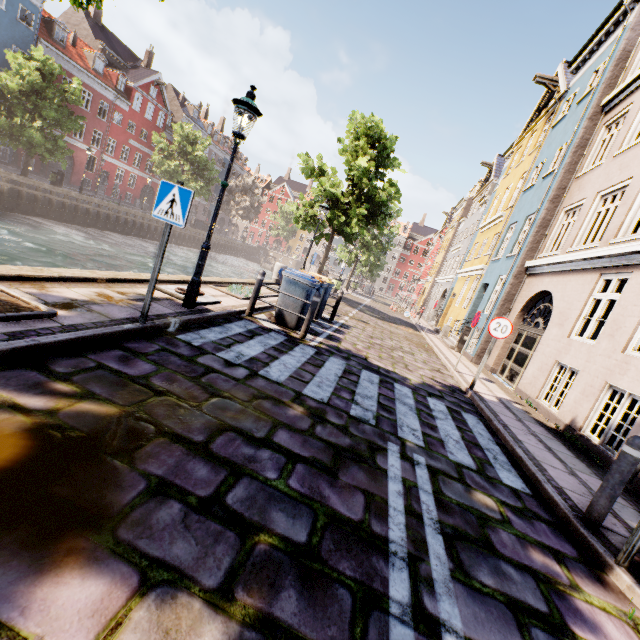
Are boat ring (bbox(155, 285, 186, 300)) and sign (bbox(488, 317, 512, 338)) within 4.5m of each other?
no

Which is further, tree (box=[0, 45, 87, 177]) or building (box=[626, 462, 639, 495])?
tree (box=[0, 45, 87, 177])

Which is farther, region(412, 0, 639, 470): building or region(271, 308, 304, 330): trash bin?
region(271, 308, 304, 330): trash bin

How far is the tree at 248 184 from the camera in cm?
4934

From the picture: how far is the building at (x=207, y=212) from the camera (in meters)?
53.72

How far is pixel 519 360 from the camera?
10.9m

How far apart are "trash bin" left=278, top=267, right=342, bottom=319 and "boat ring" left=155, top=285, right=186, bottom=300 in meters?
2.2

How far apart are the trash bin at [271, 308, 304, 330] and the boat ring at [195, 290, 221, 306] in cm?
125
